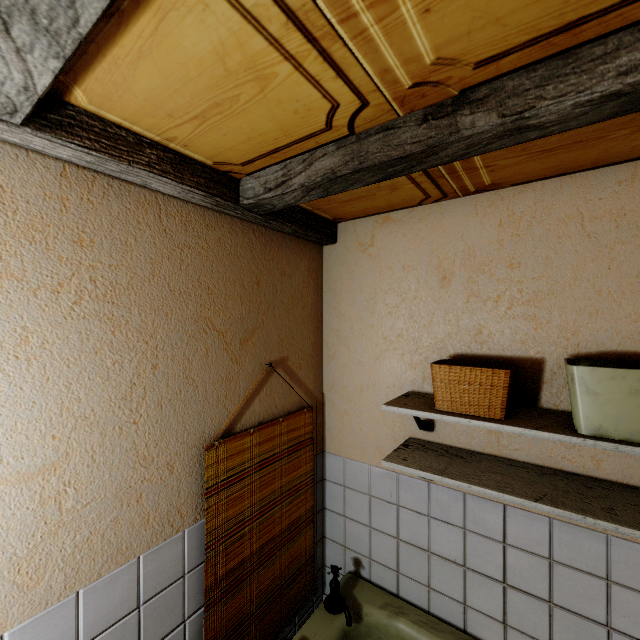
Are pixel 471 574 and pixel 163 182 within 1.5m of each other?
no

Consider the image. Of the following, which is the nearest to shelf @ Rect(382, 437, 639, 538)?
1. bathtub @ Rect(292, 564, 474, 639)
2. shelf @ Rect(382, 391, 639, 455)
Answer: shelf @ Rect(382, 391, 639, 455)

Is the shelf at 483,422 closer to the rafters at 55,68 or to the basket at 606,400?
the basket at 606,400

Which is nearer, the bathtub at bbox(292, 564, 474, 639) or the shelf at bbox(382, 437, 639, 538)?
the shelf at bbox(382, 437, 639, 538)

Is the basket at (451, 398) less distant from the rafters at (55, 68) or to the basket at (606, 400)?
the basket at (606, 400)

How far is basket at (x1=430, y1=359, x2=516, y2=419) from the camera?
1.2 meters

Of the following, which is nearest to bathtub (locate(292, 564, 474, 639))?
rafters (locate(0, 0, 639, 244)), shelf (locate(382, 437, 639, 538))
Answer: shelf (locate(382, 437, 639, 538))

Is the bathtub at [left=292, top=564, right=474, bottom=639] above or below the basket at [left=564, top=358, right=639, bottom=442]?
below
